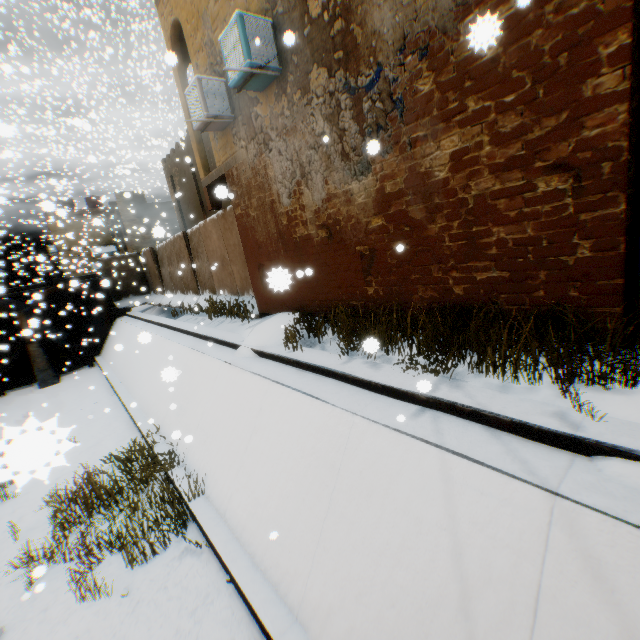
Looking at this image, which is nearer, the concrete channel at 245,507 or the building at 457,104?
the concrete channel at 245,507

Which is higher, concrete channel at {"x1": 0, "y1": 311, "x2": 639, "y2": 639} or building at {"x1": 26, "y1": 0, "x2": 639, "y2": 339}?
building at {"x1": 26, "y1": 0, "x2": 639, "y2": 339}

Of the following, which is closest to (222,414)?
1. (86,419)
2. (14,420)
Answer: (86,419)

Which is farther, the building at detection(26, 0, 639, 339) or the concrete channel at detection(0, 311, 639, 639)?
the building at detection(26, 0, 639, 339)

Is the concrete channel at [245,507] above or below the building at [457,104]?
below
